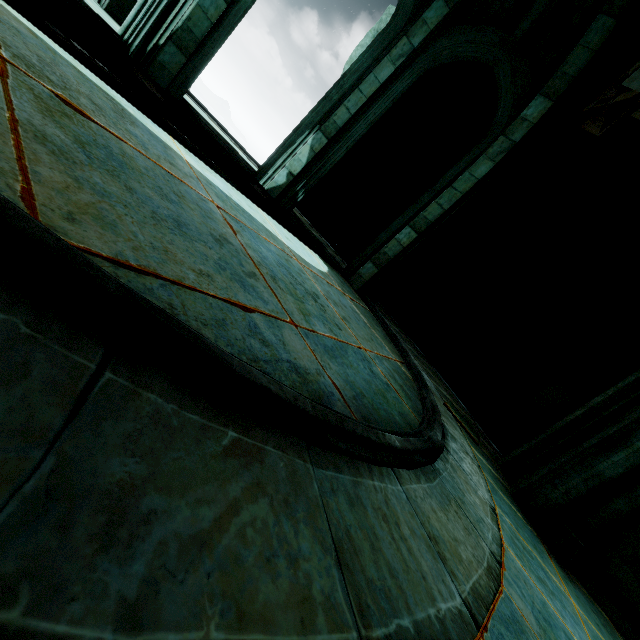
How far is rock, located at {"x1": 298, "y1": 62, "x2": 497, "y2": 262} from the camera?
9.5 meters

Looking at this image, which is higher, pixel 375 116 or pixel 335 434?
pixel 375 116

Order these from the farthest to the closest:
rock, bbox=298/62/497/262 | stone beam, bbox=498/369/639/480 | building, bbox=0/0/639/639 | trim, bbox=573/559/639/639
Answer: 1. rock, bbox=298/62/497/262
2. stone beam, bbox=498/369/639/480
3. trim, bbox=573/559/639/639
4. building, bbox=0/0/639/639

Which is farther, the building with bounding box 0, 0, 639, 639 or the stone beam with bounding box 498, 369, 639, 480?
the stone beam with bounding box 498, 369, 639, 480

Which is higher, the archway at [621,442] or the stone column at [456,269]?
the stone column at [456,269]

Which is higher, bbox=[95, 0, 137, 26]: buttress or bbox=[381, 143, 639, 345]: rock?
bbox=[381, 143, 639, 345]: rock

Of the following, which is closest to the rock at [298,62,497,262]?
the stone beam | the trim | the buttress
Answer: the buttress

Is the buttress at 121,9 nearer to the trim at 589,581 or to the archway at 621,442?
the archway at 621,442
